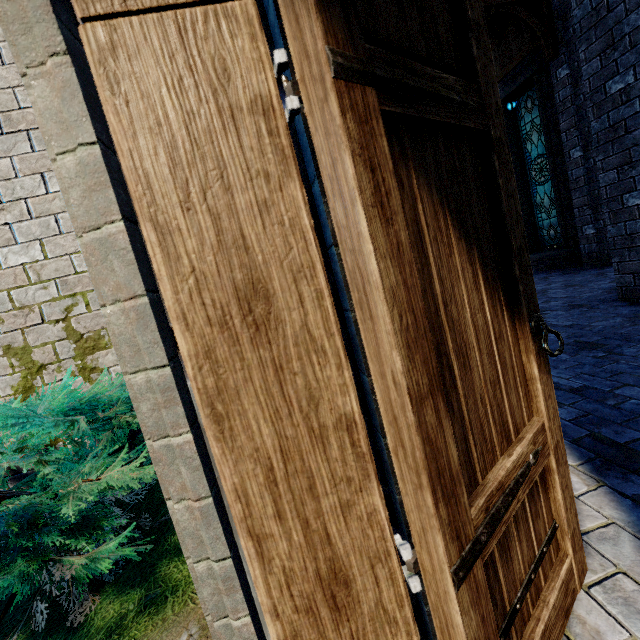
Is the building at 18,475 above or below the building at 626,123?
below

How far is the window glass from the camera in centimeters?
938cm

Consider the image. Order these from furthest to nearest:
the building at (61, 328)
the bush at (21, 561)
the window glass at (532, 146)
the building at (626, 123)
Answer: the window glass at (532, 146) → the building at (626, 123) → the building at (61, 328) → the bush at (21, 561)

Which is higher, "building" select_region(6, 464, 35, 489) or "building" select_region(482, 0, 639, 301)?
"building" select_region(482, 0, 639, 301)

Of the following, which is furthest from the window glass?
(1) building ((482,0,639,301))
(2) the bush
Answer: (2) the bush

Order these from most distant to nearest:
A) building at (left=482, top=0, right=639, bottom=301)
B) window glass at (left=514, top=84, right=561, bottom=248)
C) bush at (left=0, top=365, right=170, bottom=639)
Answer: window glass at (left=514, top=84, right=561, bottom=248) < building at (left=482, top=0, right=639, bottom=301) < bush at (left=0, top=365, right=170, bottom=639)

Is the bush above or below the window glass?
below

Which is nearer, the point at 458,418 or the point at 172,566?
the point at 458,418
